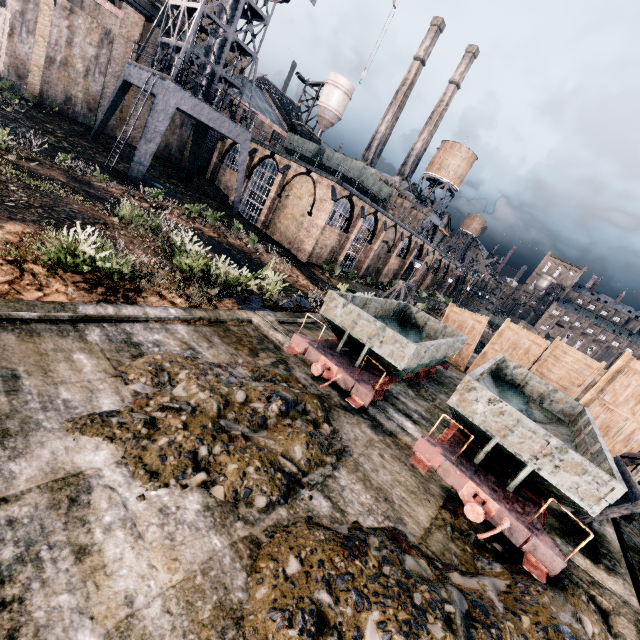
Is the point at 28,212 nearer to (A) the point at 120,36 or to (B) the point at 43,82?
(B) the point at 43,82

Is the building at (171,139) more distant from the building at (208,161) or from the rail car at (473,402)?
the rail car at (473,402)

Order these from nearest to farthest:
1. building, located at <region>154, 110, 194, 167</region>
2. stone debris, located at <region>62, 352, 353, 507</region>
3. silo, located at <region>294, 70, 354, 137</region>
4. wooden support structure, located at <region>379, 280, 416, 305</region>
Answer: stone debris, located at <region>62, 352, 353, 507</region>, wooden support structure, located at <region>379, 280, 416, 305</region>, building, located at <region>154, 110, 194, 167</region>, silo, located at <region>294, 70, 354, 137</region>

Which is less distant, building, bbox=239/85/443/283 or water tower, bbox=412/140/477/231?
building, bbox=239/85/443/283

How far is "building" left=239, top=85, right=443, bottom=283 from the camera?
32.0 meters

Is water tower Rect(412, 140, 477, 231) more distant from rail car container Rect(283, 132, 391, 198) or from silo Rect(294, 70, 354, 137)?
rail car container Rect(283, 132, 391, 198)

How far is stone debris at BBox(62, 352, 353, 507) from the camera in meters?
4.7

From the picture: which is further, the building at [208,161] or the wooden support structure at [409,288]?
the building at [208,161]
